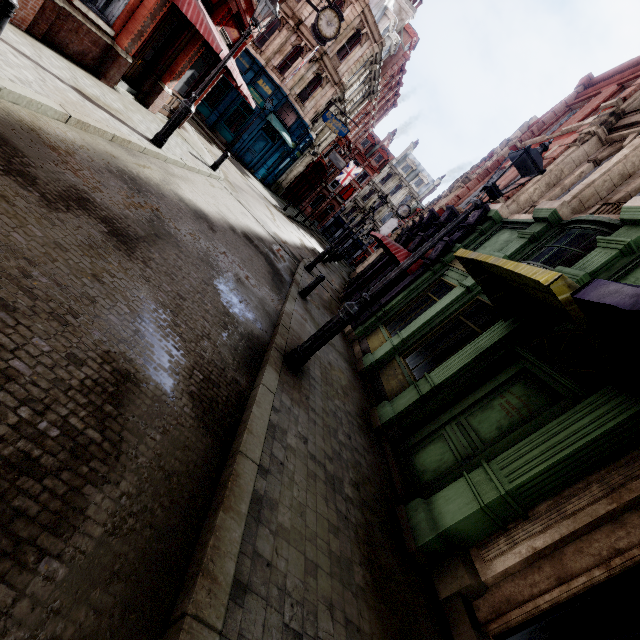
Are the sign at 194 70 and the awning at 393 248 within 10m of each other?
yes

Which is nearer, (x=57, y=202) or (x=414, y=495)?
(x=57, y=202)

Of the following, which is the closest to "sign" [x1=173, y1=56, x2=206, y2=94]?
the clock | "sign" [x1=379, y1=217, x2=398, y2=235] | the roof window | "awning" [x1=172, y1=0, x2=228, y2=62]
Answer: "awning" [x1=172, y1=0, x2=228, y2=62]

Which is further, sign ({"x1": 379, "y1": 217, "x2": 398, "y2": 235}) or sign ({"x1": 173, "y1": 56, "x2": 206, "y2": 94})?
sign ({"x1": 379, "y1": 217, "x2": 398, "y2": 235})

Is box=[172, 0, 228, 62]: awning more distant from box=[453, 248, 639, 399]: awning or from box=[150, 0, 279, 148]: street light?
box=[453, 248, 639, 399]: awning

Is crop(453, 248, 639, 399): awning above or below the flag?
below

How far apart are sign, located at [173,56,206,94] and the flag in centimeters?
2932cm

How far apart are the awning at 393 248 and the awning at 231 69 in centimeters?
702cm
